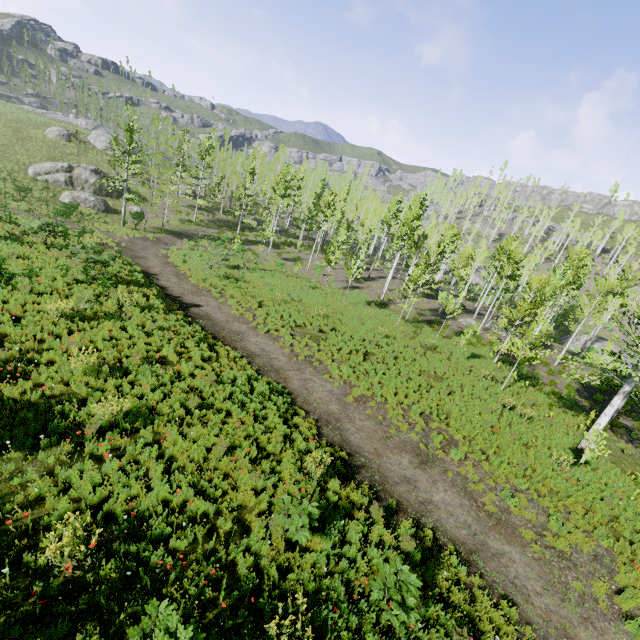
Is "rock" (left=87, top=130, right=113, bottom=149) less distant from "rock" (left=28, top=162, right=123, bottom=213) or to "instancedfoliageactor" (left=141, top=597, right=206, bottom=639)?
"instancedfoliageactor" (left=141, top=597, right=206, bottom=639)

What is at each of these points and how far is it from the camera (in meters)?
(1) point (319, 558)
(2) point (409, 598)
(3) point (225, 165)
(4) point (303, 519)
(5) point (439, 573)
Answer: (1) instancedfoliageactor, 6.34
(2) instancedfoliageactor, 5.68
(3) instancedfoliageactor, 57.84
(4) instancedfoliageactor, 6.23
(5) instancedfoliageactor, 7.31

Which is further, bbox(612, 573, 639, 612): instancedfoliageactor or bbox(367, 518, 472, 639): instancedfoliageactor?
bbox(612, 573, 639, 612): instancedfoliageactor

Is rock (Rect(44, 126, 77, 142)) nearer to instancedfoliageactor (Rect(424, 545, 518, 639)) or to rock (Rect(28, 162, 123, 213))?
instancedfoliageactor (Rect(424, 545, 518, 639))

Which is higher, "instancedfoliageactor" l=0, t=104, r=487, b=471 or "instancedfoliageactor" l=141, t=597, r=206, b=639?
"instancedfoliageactor" l=141, t=597, r=206, b=639

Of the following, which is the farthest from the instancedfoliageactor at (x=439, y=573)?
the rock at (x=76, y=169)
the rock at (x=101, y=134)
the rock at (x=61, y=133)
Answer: the rock at (x=61, y=133)

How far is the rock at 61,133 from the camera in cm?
4806
